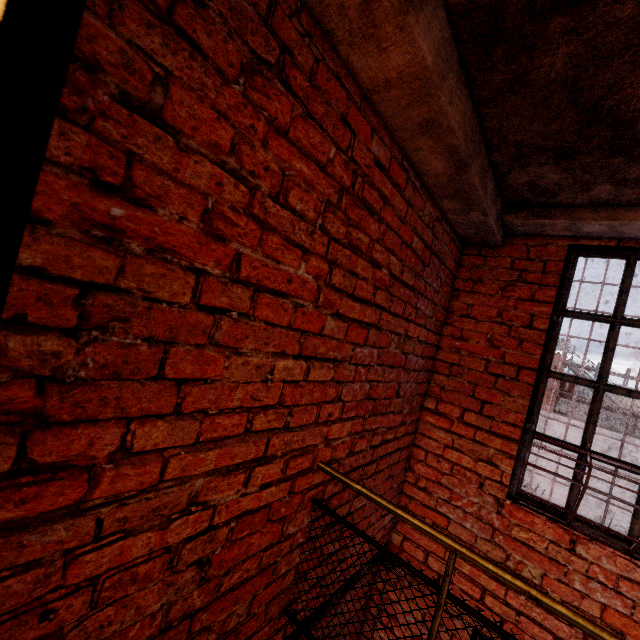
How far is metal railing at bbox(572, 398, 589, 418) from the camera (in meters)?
15.87

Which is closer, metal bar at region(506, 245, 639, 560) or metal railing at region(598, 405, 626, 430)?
metal bar at region(506, 245, 639, 560)

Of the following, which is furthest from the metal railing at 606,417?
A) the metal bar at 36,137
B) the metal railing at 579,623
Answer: the metal railing at 579,623

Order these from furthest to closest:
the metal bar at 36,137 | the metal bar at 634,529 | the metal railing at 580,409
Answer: the metal railing at 580,409 → the metal bar at 634,529 → the metal bar at 36,137

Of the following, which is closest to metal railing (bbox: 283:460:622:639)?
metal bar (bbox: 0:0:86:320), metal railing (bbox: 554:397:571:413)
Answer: metal bar (bbox: 0:0:86:320)

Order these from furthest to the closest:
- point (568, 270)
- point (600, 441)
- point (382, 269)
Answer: point (600, 441) < point (568, 270) < point (382, 269)
